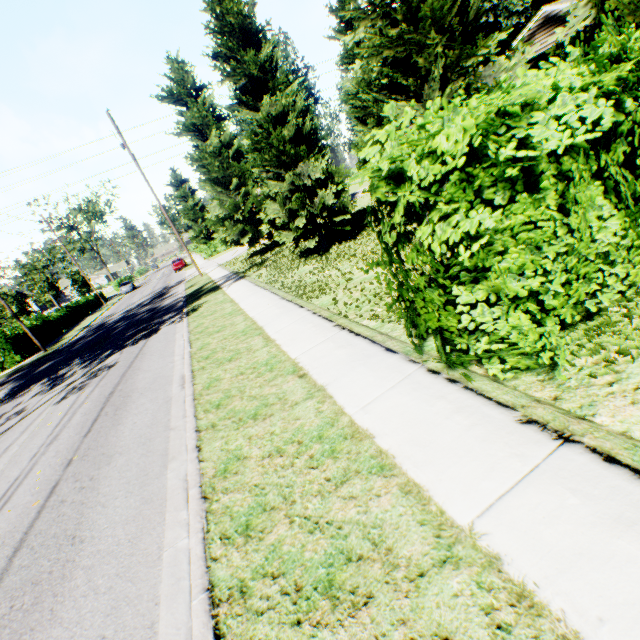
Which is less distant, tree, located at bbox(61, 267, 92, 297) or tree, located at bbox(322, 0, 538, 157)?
tree, located at bbox(322, 0, 538, 157)

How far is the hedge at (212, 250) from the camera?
43.2 meters

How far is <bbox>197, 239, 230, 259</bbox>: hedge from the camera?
43.15m

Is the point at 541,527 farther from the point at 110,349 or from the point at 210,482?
the point at 110,349

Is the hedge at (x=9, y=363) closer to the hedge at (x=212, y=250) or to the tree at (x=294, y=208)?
the tree at (x=294, y=208)

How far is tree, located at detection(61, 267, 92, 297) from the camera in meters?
49.8

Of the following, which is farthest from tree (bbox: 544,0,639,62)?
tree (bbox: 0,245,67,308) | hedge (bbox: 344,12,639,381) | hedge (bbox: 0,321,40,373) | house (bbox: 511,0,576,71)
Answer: tree (bbox: 0,245,67,308)

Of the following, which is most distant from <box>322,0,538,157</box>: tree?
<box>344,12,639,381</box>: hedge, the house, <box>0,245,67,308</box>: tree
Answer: <box>0,245,67,308</box>: tree
